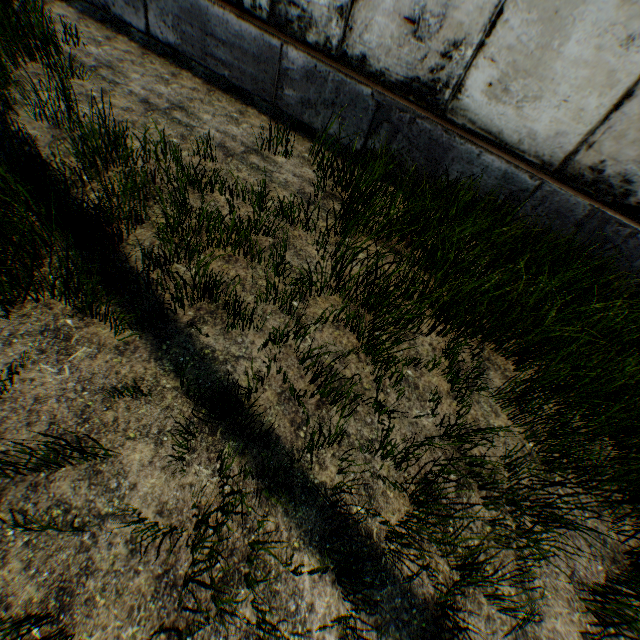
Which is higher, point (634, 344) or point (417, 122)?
point (417, 122)
